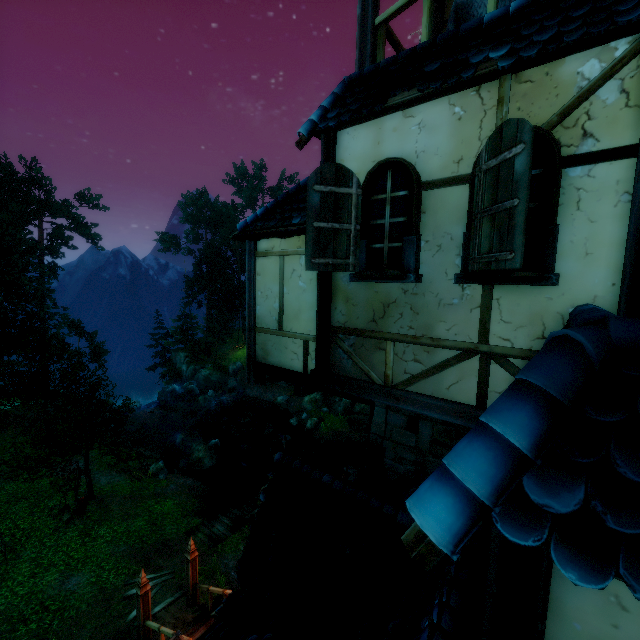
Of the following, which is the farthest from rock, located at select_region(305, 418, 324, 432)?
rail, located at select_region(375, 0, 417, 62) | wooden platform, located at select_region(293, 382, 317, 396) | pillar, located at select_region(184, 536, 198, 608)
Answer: rail, located at select_region(375, 0, 417, 62)

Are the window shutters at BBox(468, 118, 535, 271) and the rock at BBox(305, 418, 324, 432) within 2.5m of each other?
no

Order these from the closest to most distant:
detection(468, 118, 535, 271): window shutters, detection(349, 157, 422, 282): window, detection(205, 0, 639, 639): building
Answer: detection(205, 0, 639, 639): building → detection(468, 118, 535, 271): window shutters → detection(349, 157, 422, 282): window

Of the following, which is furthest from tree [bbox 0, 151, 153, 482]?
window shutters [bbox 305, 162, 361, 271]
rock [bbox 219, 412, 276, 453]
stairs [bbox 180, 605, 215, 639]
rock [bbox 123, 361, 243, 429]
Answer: window shutters [bbox 305, 162, 361, 271]

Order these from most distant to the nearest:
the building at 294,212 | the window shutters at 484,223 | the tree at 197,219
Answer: the tree at 197,219
the building at 294,212
the window shutters at 484,223

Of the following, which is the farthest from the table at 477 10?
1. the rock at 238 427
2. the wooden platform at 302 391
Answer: the rock at 238 427

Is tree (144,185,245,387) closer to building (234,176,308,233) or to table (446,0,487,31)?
building (234,176,308,233)

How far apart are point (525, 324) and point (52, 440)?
20.2 meters
